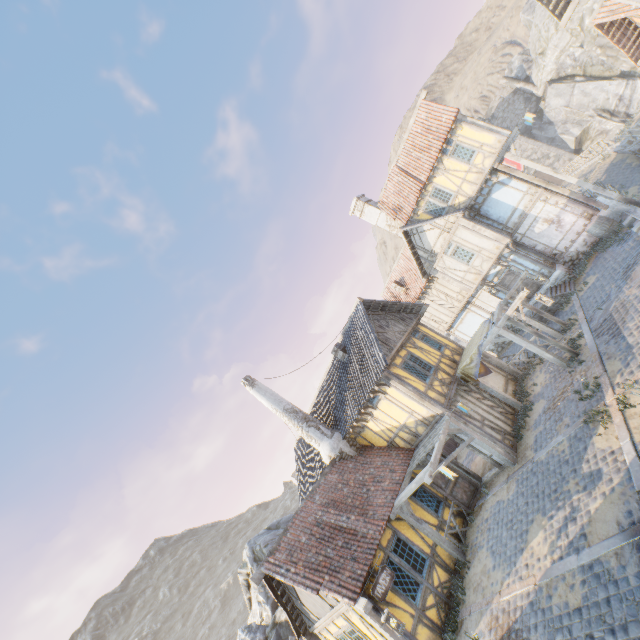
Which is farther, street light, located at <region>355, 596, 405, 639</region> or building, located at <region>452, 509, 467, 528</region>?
building, located at <region>452, 509, 467, 528</region>

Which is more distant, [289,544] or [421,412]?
[421,412]

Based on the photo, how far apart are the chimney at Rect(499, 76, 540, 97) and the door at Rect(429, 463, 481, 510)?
54.4 meters

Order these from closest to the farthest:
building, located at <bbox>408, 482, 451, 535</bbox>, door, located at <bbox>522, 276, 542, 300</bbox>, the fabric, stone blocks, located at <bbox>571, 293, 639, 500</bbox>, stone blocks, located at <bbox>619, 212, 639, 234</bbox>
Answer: stone blocks, located at <bbox>571, 293, 639, 500</bbox>, building, located at <bbox>408, 482, 451, 535</bbox>, stone blocks, located at <bbox>619, 212, 639, 234</bbox>, the fabric, door, located at <bbox>522, 276, 542, 300</bbox>

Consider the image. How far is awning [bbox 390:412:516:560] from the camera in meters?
11.1 m

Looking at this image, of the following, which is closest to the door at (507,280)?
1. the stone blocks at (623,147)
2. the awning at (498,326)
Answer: the stone blocks at (623,147)

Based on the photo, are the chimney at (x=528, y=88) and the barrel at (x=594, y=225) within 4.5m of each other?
no

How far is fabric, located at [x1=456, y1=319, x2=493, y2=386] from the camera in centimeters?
1409cm
